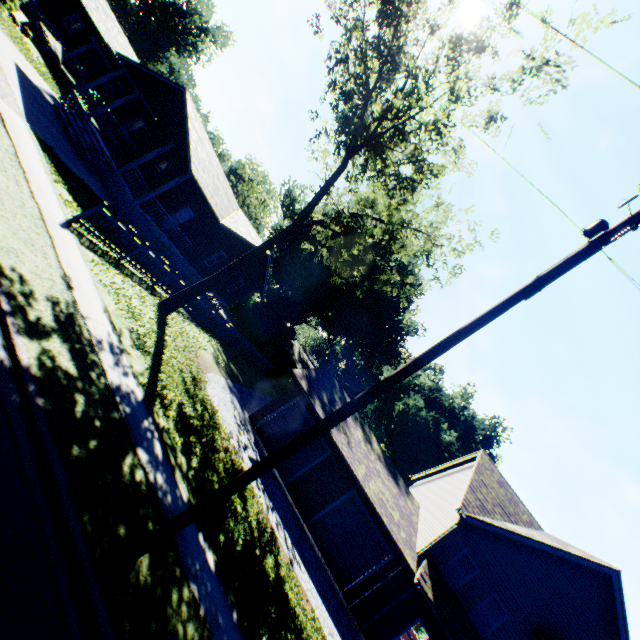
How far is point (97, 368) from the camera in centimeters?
713cm

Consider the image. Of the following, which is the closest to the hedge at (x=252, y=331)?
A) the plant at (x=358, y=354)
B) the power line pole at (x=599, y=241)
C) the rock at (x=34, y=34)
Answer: the plant at (x=358, y=354)

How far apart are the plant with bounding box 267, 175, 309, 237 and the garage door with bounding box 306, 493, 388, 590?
35.8m

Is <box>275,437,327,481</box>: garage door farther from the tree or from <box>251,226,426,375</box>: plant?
<box>251,226,426,375</box>: plant

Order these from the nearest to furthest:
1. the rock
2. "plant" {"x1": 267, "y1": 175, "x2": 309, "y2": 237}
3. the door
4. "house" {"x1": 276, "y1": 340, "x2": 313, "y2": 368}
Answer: the rock → the door → "plant" {"x1": 267, "y1": 175, "x2": 309, "y2": 237} → "house" {"x1": 276, "y1": 340, "x2": 313, "y2": 368}

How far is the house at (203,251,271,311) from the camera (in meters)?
27.45

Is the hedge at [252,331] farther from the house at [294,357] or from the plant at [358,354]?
the house at [294,357]

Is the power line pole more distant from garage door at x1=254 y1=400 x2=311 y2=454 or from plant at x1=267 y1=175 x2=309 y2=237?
plant at x1=267 y1=175 x2=309 y2=237
